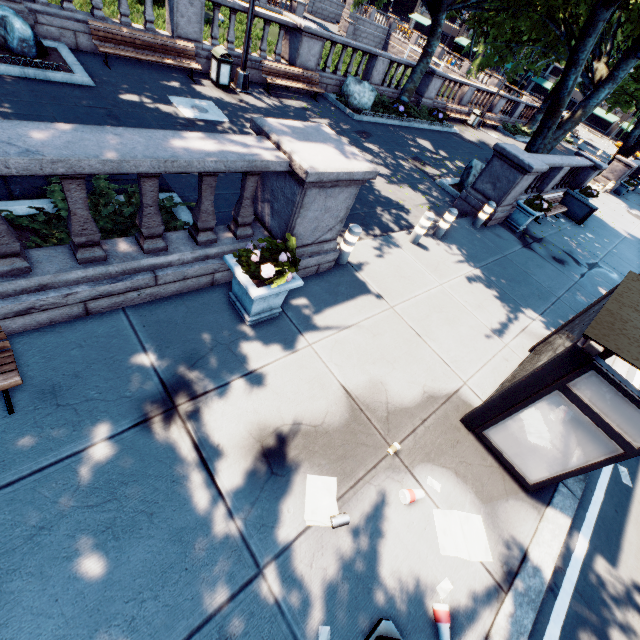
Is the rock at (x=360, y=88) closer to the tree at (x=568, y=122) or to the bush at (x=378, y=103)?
the bush at (x=378, y=103)

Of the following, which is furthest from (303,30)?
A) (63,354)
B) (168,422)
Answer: (168,422)

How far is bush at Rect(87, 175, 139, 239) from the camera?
4.87m

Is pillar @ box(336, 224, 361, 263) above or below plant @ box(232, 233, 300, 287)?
below

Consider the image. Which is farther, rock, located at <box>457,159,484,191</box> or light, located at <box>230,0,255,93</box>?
rock, located at <box>457,159,484,191</box>

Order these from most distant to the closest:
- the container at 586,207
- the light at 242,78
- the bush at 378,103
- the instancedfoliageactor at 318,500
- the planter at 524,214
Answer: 1. the bush at 378,103
2. the container at 586,207
3. the planter at 524,214
4. the light at 242,78
5. the instancedfoliageactor at 318,500

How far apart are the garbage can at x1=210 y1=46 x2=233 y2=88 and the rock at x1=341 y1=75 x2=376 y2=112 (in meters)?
5.94
